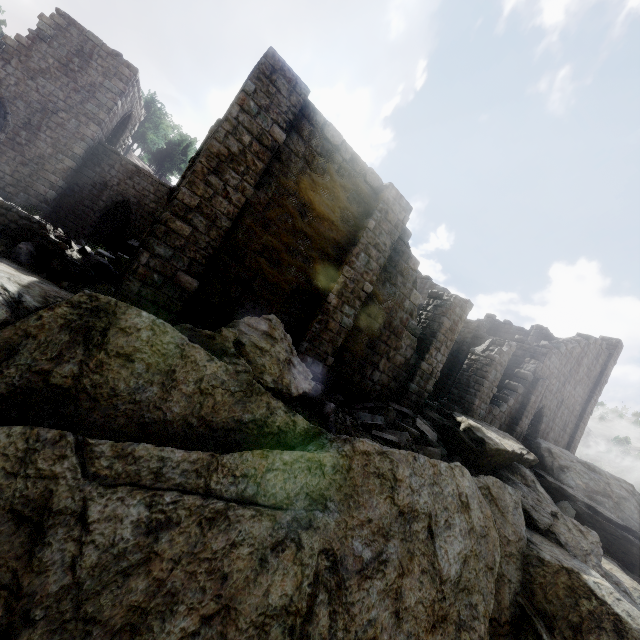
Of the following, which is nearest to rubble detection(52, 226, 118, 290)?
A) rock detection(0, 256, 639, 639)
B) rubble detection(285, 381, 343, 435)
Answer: rock detection(0, 256, 639, 639)

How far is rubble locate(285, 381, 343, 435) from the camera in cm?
815

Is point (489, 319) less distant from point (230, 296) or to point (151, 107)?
point (230, 296)

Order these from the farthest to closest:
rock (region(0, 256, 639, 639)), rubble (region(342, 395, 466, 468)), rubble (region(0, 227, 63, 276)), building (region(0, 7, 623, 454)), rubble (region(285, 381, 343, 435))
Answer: rubble (region(342, 395, 466, 468)), rubble (region(285, 381, 343, 435)), building (region(0, 7, 623, 454)), rubble (region(0, 227, 63, 276)), rock (region(0, 256, 639, 639))

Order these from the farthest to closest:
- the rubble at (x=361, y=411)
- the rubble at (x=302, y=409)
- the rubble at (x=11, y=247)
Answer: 1. the rubble at (x=361, y=411)
2. the rubble at (x=302, y=409)
3. the rubble at (x=11, y=247)

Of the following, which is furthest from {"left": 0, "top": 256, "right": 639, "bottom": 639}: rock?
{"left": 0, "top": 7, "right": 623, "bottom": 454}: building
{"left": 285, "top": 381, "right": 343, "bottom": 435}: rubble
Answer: {"left": 0, "top": 7, "right": 623, "bottom": 454}: building

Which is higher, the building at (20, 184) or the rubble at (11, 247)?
the building at (20, 184)
